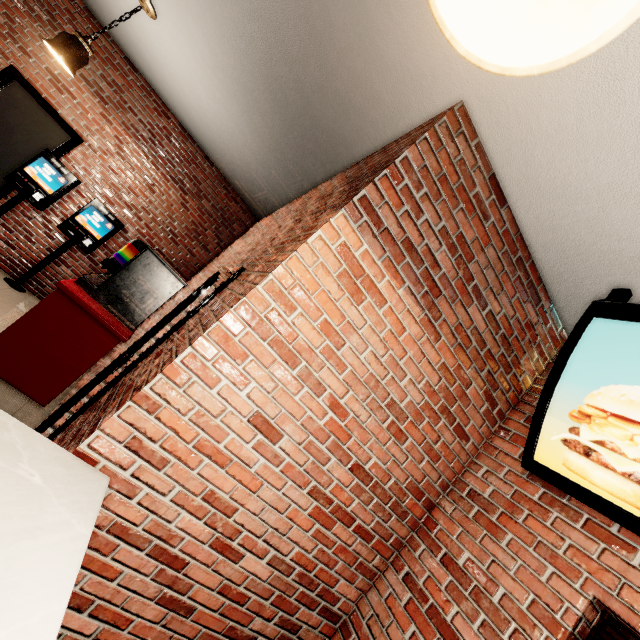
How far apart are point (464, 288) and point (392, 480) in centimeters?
120cm
